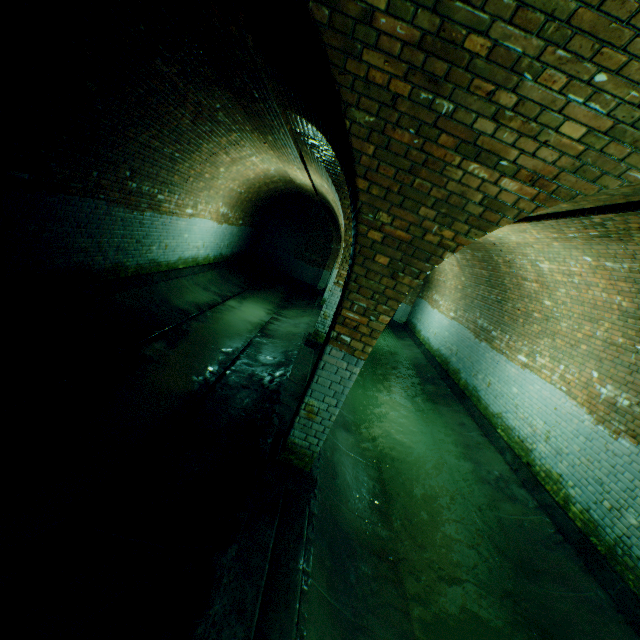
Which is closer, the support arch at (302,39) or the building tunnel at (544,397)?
the support arch at (302,39)

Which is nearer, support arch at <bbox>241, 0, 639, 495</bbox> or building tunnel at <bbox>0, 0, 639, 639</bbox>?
support arch at <bbox>241, 0, 639, 495</bbox>

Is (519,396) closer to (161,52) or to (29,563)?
(29,563)
